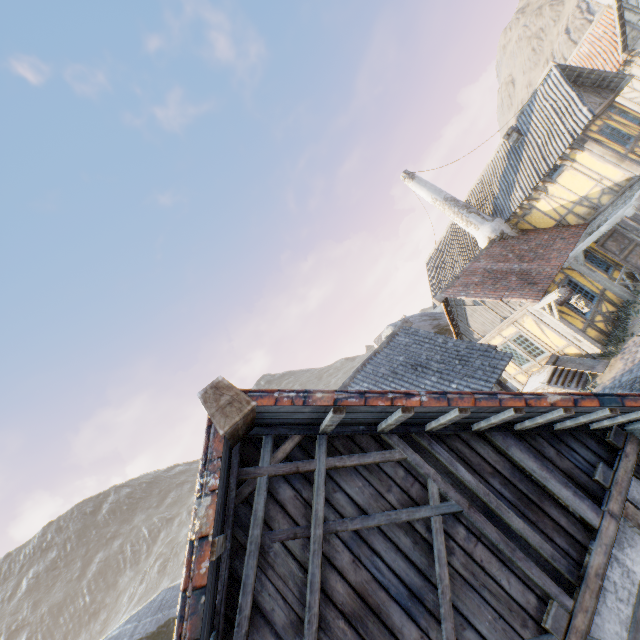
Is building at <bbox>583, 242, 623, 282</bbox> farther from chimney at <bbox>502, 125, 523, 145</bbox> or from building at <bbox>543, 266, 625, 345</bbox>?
chimney at <bbox>502, 125, 523, 145</bbox>

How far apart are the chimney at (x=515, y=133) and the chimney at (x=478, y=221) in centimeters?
330cm

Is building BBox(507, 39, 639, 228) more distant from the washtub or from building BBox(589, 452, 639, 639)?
building BBox(589, 452, 639, 639)

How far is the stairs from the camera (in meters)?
11.30

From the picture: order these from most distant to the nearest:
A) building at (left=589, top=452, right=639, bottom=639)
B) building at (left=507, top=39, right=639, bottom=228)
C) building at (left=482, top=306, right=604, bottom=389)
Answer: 1. building at (left=507, top=39, right=639, bottom=228)
2. building at (left=482, top=306, right=604, bottom=389)
3. building at (left=589, top=452, right=639, bottom=639)

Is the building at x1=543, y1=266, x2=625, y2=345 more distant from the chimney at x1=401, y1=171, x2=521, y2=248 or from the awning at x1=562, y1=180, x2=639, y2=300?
the chimney at x1=401, y1=171, x2=521, y2=248

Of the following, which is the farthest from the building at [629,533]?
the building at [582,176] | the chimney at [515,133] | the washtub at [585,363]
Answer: the chimney at [515,133]

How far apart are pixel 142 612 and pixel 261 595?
23.0 meters
